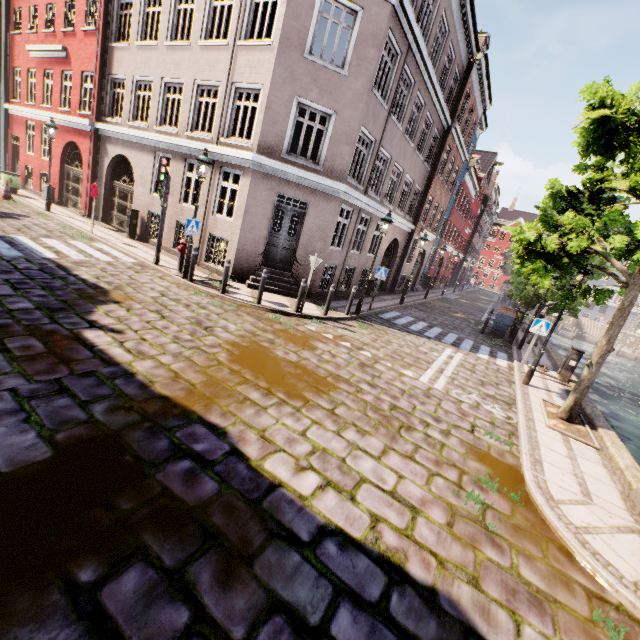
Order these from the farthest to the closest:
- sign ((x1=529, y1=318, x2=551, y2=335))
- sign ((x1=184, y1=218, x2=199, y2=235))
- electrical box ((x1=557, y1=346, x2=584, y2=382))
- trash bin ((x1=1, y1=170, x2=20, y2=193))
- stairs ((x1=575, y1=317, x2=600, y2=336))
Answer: stairs ((x1=575, y1=317, x2=600, y2=336)) → trash bin ((x1=1, y1=170, x2=20, y2=193)) → electrical box ((x1=557, y1=346, x2=584, y2=382)) → sign ((x1=529, y1=318, x2=551, y2=335)) → sign ((x1=184, y1=218, x2=199, y2=235))

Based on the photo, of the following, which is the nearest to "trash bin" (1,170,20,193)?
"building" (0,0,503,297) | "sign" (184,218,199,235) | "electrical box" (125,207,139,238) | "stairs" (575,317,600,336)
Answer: "building" (0,0,503,297)

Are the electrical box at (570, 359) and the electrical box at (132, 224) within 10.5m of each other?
no

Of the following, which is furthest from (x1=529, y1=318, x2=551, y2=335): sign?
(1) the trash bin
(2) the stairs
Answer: (2) the stairs

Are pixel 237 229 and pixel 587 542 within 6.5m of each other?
no

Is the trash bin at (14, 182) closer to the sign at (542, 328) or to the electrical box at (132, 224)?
the electrical box at (132, 224)

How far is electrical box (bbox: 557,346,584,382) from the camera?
11.2 meters

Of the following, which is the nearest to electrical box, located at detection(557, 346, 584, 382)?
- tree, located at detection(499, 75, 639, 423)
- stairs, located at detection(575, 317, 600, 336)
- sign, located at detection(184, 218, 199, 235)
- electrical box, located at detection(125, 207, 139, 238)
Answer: tree, located at detection(499, 75, 639, 423)
